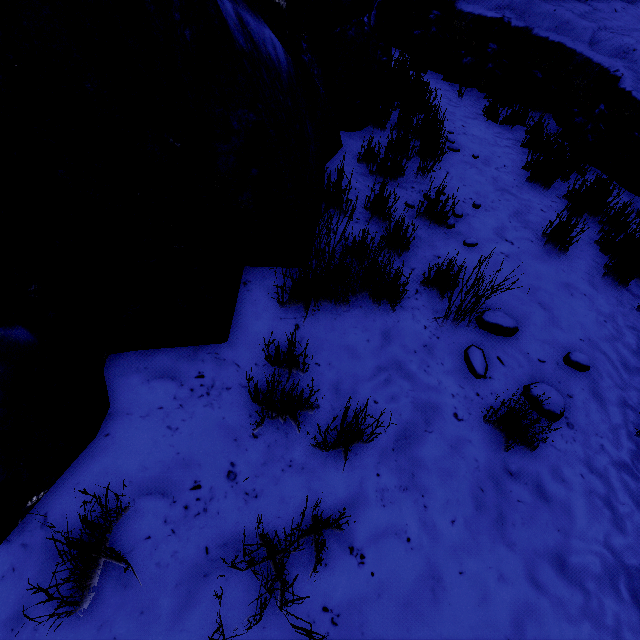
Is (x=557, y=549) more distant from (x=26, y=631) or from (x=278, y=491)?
(x=26, y=631)

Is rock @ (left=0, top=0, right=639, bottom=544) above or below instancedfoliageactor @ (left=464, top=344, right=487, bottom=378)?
above

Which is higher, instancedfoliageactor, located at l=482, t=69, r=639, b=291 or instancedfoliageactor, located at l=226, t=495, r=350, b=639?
instancedfoliageactor, located at l=482, t=69, r=639, b=291

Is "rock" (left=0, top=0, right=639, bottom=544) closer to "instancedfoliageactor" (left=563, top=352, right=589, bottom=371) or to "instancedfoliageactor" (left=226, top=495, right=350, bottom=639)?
"instancedfoliageactor" (left=226, top=495, right=350, bottom=639)

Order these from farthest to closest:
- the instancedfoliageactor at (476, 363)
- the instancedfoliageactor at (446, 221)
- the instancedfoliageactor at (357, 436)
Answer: the instancedfoliageactor at (446, 221) < the instancedfoliageactor at (476, 363) < the instancedfoliageactor at (357, 436)

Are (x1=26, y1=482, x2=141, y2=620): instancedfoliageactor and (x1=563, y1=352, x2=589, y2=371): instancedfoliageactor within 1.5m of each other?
no

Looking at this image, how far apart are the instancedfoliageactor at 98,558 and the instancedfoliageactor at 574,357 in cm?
278

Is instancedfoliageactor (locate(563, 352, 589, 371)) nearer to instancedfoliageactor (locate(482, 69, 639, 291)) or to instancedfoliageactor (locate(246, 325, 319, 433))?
instancedfoliageactor (locate(246, 325, 319, 433))
